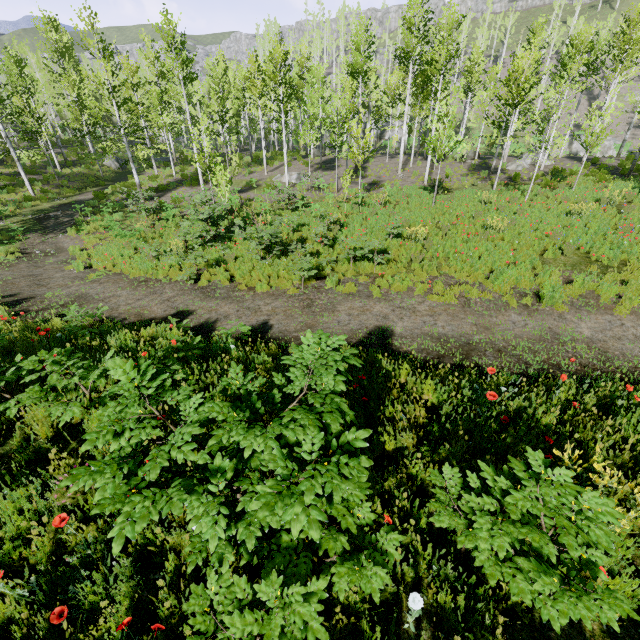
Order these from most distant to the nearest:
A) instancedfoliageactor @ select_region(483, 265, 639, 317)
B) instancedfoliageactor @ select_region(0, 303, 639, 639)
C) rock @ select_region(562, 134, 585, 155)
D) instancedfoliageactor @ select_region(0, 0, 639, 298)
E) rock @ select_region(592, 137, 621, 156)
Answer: rock @ select_region(562, 134, 585, 155) < rock @ select_region(592, 137, 621, 156) < instancedfoliageactor @ select_region(0, 0, 639, 298) < instancedfoliageactor @ select_region(483, 265, 639, 317) < instancedfoliageactor @ select_region(0, 303, 639, 639)

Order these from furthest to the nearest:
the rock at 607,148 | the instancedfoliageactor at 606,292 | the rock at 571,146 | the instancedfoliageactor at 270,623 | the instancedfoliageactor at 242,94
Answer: the rock at 571,146, the rock at 607,148, the instancedfoliageactor at 242,94, the instancedfoliageactor at 606,292, the instancedfoliageactor at 270,623

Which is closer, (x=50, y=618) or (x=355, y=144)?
(x=50, y=618)

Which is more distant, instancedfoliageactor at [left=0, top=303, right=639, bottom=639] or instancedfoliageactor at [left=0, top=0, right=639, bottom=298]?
instancedfoliageactor at [left=0, top=0, right=639, bottom=298]

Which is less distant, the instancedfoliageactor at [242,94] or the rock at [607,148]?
the instancedfoliageactor at [242,94]

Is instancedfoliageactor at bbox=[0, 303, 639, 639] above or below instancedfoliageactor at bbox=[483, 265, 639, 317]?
above

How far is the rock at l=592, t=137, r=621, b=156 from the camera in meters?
33.9 m

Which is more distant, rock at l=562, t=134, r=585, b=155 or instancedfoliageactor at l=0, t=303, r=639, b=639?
rock at l=562, t=134, r=585, b=155
